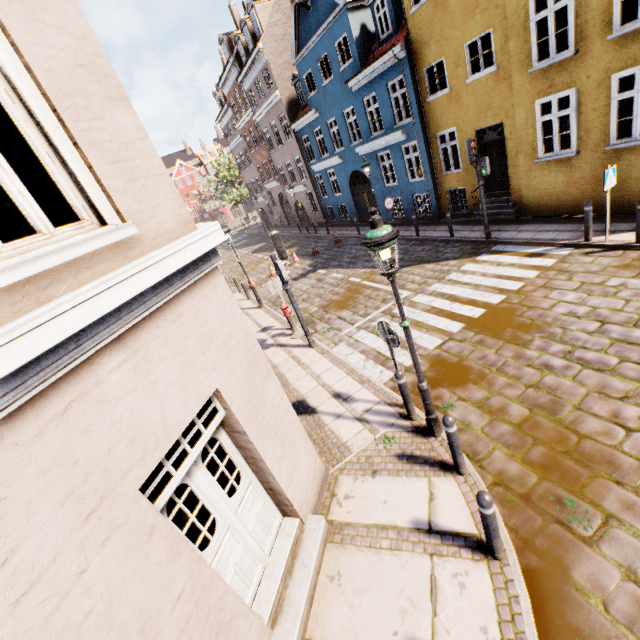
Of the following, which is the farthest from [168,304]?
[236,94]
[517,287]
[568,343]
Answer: [236,94]

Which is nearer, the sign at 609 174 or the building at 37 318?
the building at 37 318

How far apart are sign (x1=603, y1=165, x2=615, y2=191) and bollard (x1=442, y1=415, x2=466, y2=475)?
8.0 meters

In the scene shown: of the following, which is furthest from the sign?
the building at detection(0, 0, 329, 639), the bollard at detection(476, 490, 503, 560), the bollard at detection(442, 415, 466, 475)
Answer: the bollard at detection(476, 490, 503, 560)

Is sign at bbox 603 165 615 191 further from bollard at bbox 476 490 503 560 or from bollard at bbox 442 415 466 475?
bollard at bbox 476 490 503 560

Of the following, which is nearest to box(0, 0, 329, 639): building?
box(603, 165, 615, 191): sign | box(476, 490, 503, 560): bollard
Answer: box(603, 165, 615, 191): sign

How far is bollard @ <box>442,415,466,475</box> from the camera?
4.29m

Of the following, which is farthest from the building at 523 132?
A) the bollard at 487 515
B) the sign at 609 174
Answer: the bollard at 487 515
